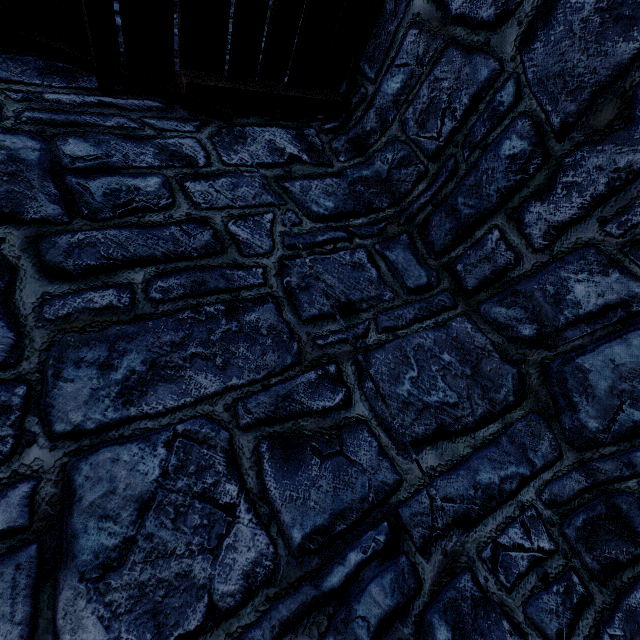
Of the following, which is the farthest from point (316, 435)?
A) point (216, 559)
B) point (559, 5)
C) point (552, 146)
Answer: point (559, 5)
